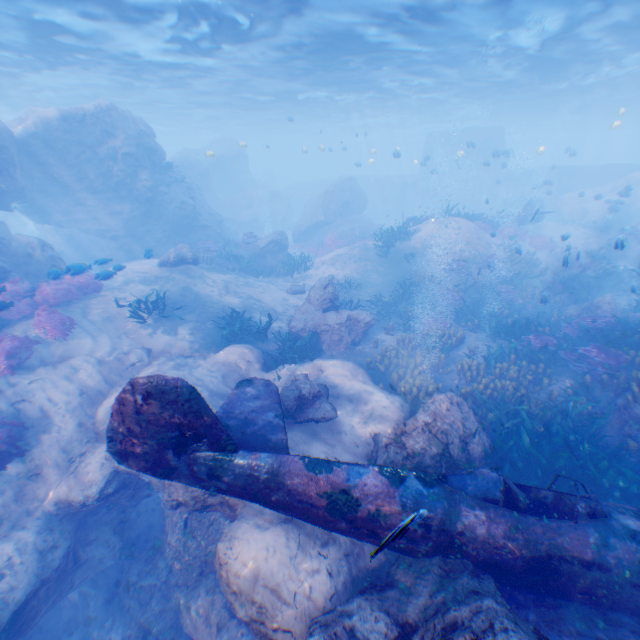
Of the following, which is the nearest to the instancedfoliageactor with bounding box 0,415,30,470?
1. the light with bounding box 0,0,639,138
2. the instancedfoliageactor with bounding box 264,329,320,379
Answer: the instancedfoliageactor with bounding box 264,329,320,379

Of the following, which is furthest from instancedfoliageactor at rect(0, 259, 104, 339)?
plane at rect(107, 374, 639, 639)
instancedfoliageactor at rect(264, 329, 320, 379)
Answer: instancedfoliageactor at rect(264, 329, 320, 379)

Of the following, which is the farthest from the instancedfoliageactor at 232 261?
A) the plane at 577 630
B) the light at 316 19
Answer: the light at 316 19

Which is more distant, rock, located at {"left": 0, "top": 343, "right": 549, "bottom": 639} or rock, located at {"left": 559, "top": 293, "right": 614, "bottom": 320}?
rock, located at {"left": 559, "top": 293, "right": 614, "bottom": 320}

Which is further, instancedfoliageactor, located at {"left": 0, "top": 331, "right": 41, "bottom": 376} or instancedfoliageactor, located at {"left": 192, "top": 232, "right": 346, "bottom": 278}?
instancedfoliageactor, located at {"left": 192, "top": 232, "right": 346, "bottom": 278}

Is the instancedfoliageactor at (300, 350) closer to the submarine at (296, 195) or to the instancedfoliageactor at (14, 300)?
the instancedfoliageactor at (14, 300)

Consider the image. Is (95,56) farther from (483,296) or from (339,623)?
(339,623)

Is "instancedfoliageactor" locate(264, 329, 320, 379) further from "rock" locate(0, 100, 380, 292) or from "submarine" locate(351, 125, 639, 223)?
"submarine" locate(351, 125, 639, 223)
